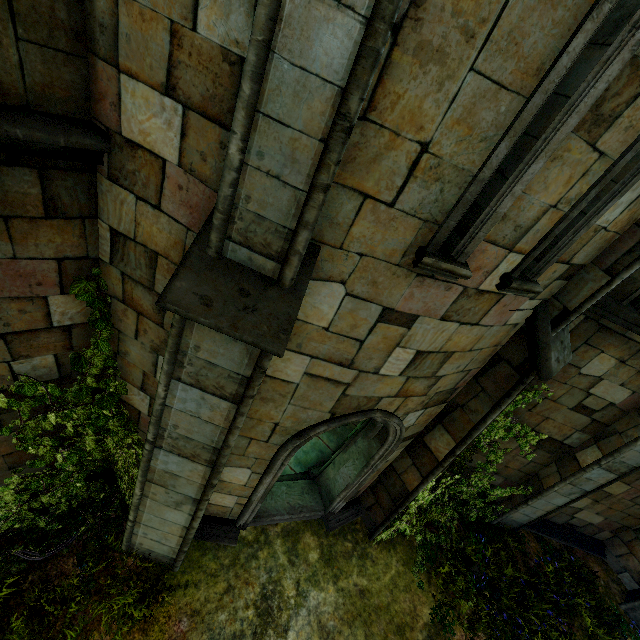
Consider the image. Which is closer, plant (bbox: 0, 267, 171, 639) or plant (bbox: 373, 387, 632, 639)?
plant (bbox: 0, 267, 171, 639)

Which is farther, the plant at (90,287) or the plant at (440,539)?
the plant at (440,539)

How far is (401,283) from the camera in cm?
291
